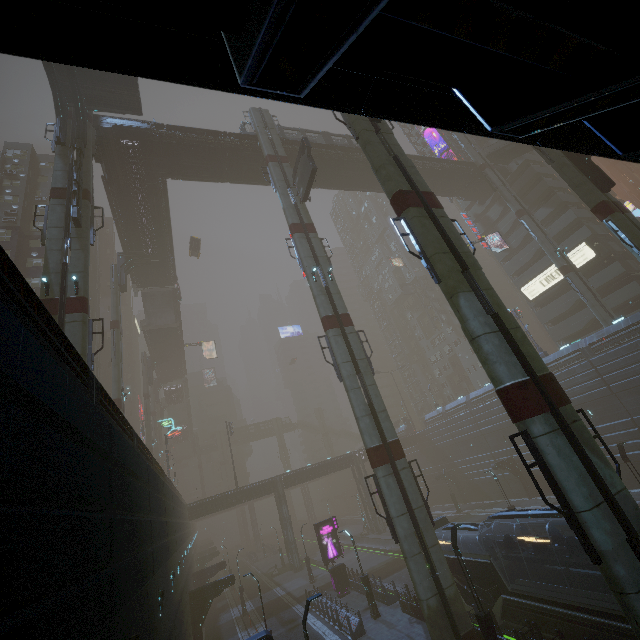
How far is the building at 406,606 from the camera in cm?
2066

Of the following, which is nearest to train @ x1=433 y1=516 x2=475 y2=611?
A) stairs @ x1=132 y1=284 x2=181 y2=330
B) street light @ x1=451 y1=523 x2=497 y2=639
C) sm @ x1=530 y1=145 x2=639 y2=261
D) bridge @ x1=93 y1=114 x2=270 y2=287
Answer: street light @ x1=451 y1=523 x2=497 y2=639

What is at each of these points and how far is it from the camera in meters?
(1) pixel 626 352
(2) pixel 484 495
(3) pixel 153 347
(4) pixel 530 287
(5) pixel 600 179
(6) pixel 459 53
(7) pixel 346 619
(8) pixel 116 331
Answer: (1) building, 29.8
(2) building, 46.6
(3) bridge, 56.3
(4) sign, 47.9
(5) building structure, 20.9
(6) building, 1.4
(7) building, 21.2
(8) sm, 34.7

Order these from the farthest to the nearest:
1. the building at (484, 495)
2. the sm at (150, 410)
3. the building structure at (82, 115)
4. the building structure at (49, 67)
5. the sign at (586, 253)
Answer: the sm at (150, 410)
the building at (484, 495)
the sign at (586, 253)
the building structure at (49, 67)
the building structure at (82, 115)

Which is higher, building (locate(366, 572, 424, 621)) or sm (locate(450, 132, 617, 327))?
sm (locate(450, 132, 617, 327))

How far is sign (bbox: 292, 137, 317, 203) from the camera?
25.1m

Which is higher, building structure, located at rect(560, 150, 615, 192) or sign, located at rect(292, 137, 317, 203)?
sign, located at rect(292, 137, 317, 203)

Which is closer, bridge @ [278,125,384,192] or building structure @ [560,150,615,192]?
building structure @ [560,150,615,192]
